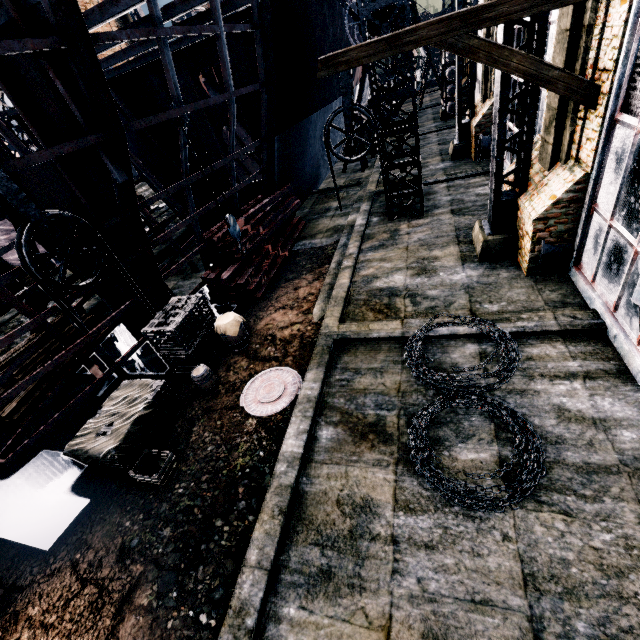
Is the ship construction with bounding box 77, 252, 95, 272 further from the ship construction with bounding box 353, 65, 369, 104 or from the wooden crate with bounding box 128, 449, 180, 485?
the ship construction with bounding box 353, 65, 369, 104

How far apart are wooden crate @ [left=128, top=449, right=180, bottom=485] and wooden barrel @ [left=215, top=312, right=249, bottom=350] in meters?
3.7

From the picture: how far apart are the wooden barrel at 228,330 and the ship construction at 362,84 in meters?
27.6 m

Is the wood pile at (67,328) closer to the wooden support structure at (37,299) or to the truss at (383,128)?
the wooden support structure at (37,299)

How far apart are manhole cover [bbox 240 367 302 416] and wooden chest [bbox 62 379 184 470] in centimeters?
175cm

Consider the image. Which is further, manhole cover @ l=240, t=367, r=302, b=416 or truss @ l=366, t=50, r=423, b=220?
truss @ l=366, t=50, r=423, b=220

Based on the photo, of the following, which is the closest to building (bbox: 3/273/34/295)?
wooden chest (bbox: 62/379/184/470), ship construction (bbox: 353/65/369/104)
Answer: ship construction (bbox: 353/65/369/104)

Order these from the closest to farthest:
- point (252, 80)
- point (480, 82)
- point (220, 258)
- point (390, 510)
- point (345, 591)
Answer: point (345, 591) < point (390, 510) < point (220, 258) < point (252, 80) < point (480, 82)
